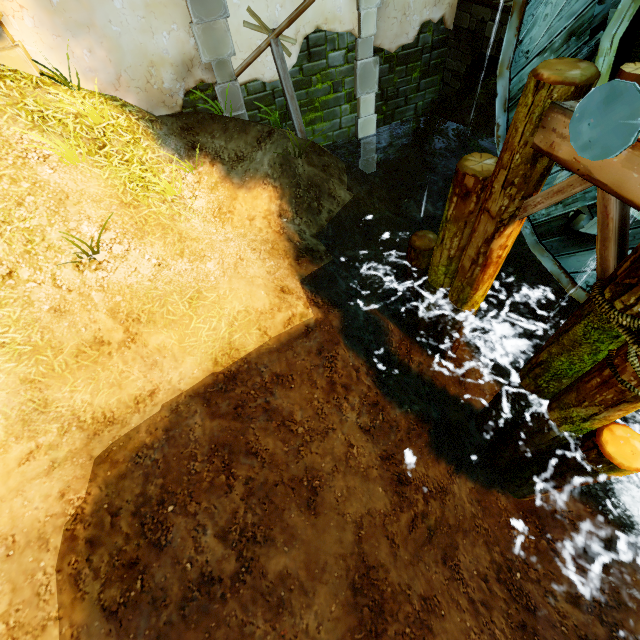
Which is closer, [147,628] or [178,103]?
[147,628]

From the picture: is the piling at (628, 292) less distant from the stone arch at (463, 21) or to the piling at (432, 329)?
the piling at (432, 329)

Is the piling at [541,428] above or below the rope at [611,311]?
below

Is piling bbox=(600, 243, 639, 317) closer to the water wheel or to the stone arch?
the water wheel

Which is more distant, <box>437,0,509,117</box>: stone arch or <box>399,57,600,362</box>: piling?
<box>437,0,509,117</box>: stone arch

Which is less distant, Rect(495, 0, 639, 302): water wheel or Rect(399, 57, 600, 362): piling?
Rect(495, 0, 639, 302): water wheel

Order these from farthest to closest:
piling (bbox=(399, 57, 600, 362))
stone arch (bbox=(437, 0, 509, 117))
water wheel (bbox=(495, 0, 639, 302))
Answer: stone arch (bbox=(437, 0, 509, 117))
piling (bbox=(399, 57, 600, 362))
water wheel (bbox=(495, 0, 639, 302))

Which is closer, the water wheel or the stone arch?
the water wheel
